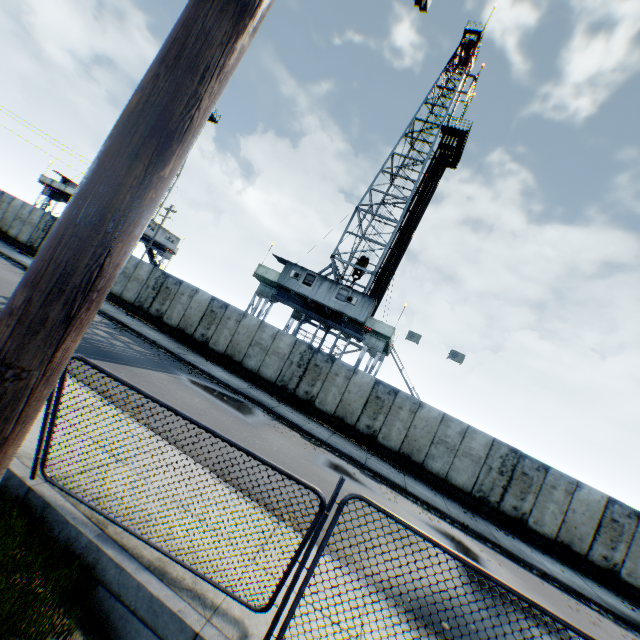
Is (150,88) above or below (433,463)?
above

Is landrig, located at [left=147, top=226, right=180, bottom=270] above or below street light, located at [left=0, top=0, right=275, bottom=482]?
above

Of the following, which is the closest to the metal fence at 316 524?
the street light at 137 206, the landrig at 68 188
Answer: the street light at 137 206

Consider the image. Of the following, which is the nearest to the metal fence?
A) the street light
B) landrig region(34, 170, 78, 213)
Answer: the street light

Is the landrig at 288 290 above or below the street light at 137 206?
above

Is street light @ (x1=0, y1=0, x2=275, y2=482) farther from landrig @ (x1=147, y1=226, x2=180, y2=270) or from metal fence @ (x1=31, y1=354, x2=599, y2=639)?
landrig @ (x1=147, y1=226, x2=180, y2=270)

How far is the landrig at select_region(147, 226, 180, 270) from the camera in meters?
39.2 m
